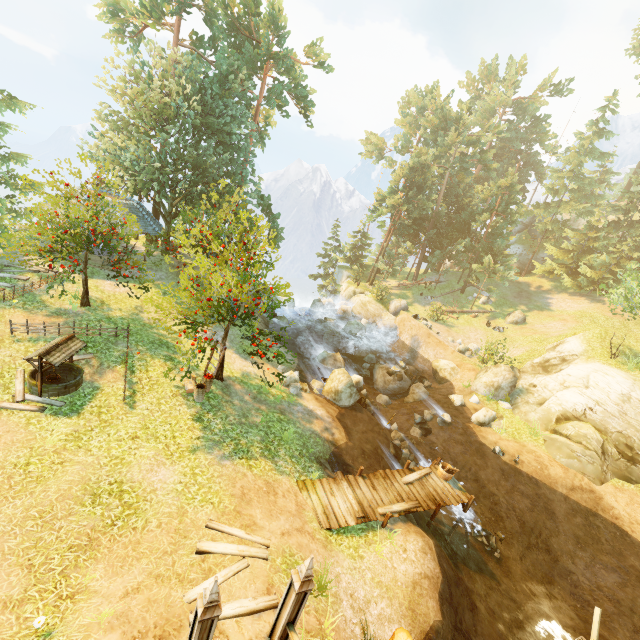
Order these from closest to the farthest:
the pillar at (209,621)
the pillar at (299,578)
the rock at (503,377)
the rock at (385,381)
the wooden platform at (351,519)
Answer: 1. the pillar at (209,621)
2. the pillar at (299,578)
3. the wooden platform at (351,519)
4. the rock at (503,377)
5. the rock at (385,381)

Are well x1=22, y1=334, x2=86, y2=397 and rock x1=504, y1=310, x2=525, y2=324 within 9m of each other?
no

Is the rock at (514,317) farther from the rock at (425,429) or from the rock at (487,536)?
the rock at (487,536)

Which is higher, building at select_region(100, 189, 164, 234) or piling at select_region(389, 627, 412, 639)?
building at select_region(100, 189, 164, 234)

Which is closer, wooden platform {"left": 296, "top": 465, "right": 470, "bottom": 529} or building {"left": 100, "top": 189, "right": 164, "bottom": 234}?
wooden platform {"left": 296, "top": 465, "right": 470, "bottom": 529}

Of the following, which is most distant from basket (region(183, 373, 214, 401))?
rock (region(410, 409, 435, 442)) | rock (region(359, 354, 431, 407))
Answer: rock (region(359, 354, 431, 407))

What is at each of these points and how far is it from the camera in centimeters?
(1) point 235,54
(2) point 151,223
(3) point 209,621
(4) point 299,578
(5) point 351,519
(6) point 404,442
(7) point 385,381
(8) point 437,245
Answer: (1) tree, 2541cm
(2) building, 2203cm
(3) pillar, 506cm
(4) pillar, 564cm
(5) wooden platform, 1053cm
(6) rock, 1745cm
(7) rock, 2367cm
(8) tree, 4125cm

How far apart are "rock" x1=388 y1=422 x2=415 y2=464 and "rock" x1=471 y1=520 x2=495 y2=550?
3.7m
